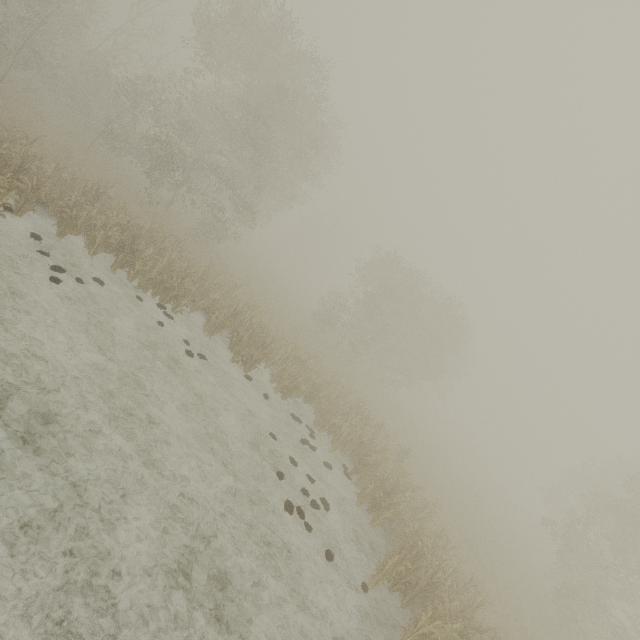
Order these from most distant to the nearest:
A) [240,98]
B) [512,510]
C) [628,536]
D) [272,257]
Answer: [272,257], [512,510], [240,98], [628,536]
